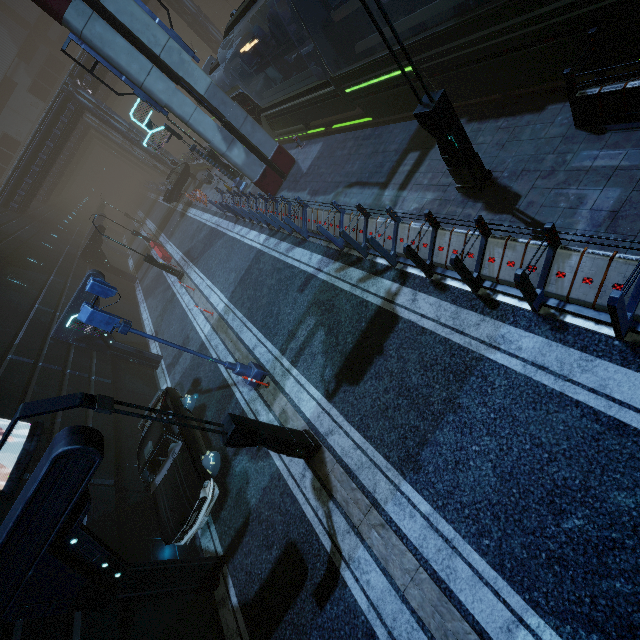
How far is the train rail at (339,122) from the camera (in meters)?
13.25

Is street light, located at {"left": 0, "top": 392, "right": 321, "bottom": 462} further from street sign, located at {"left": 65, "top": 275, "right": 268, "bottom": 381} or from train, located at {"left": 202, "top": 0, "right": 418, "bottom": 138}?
train, located at {"left": 202, "top": 0, "right": 418, "bottom": 138}

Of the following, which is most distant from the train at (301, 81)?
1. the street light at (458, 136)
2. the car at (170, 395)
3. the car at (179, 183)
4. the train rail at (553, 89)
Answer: the car at (170, 395)

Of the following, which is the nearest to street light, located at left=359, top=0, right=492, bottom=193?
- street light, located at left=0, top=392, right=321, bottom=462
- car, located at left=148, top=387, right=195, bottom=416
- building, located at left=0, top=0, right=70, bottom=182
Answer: building, located at left=0, top=0, right=70, bottom=182

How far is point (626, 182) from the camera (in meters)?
5.58

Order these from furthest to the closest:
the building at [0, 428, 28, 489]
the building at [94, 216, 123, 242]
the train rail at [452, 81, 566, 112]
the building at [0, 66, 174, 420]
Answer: the building at [94, 216, 123, 242] < the building at [0, 66, 174, 420] < the train rail at [452, 81, 566, 112] < the building at [0, 428, 28, 489]

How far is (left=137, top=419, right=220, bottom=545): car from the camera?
8.0 meters

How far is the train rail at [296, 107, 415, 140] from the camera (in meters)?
13.25
